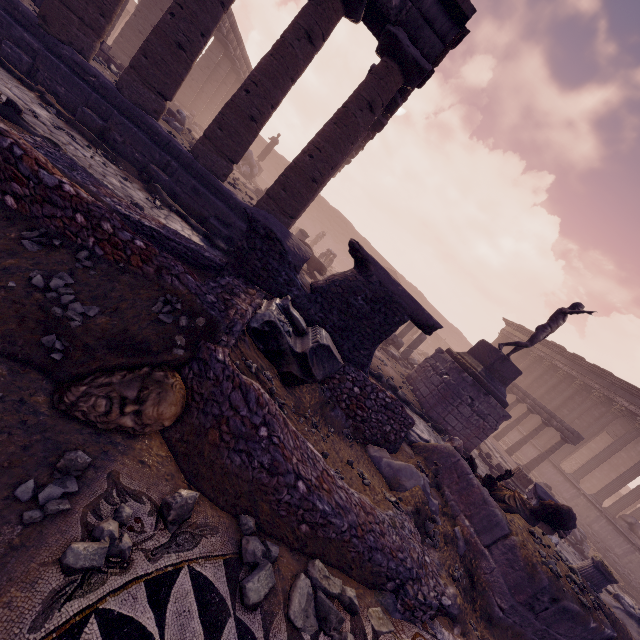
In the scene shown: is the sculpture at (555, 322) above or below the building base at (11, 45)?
above

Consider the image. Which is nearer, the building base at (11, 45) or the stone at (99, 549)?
the stone at (99, 549)

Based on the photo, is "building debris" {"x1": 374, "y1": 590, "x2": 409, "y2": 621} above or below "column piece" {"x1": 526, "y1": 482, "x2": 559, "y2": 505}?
below

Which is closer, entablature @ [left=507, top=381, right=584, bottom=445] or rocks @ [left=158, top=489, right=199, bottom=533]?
rocks @ [left=158, top=489, right=199, bottom=533]

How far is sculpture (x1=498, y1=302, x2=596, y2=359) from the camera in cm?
1009

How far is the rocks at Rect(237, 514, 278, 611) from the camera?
2.0 meters

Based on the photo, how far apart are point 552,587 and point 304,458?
3.4 meters

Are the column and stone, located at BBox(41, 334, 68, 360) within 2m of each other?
no
